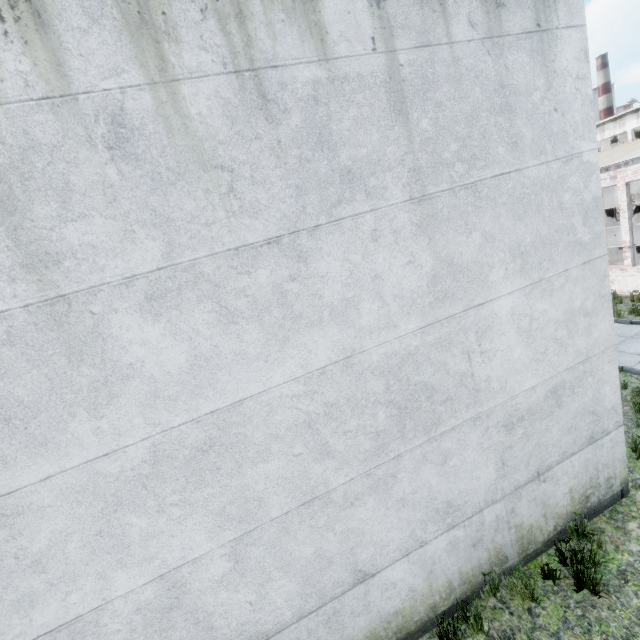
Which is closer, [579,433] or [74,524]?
[74,524]
